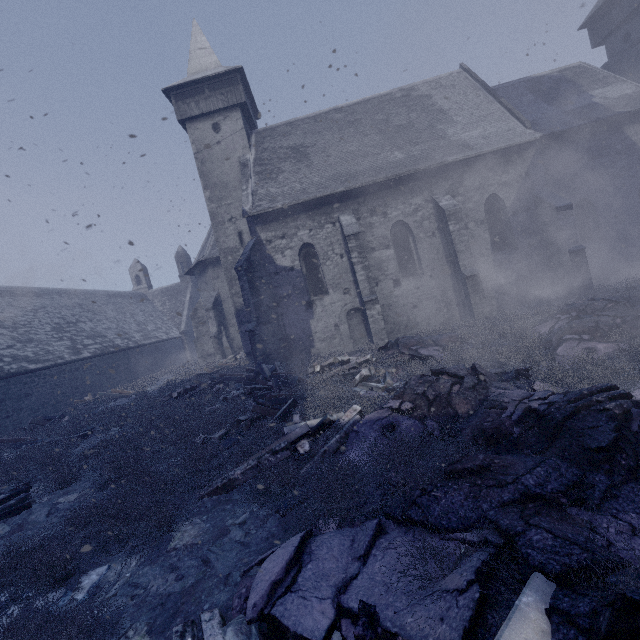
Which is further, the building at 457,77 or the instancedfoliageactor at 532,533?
→ the building at 457,77

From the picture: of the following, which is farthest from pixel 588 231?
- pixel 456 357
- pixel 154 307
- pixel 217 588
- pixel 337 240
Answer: pixel 154 307

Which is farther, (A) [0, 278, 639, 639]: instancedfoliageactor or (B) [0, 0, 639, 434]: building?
(B) [0, 0, 639, 434]: building

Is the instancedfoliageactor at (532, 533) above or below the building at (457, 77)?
below

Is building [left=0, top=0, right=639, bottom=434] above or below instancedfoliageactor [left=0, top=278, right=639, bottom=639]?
above
